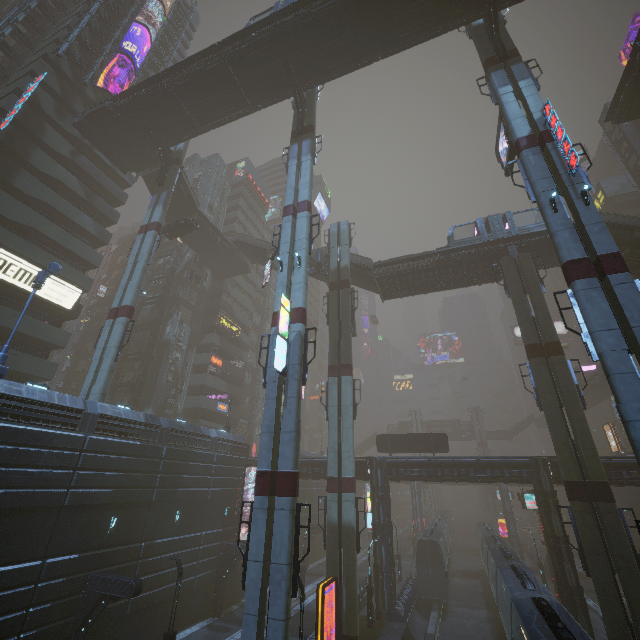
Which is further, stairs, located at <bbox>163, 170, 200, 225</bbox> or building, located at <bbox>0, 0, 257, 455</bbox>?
stairs, located at <bbox>163, 170, 200, 225</bbox>

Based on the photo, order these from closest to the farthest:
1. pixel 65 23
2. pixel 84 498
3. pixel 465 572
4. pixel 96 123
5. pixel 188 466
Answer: pixel 84 498 → pixel 188 466 → pixel 96 123 → pixel 65 23 → pixel 465 572

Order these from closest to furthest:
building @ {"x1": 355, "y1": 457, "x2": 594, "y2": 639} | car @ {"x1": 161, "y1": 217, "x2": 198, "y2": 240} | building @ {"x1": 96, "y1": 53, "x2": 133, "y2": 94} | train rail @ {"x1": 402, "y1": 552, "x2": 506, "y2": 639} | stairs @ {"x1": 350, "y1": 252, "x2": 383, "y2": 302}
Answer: building @ {"x1": 355, "y1": 457, "x2": 594, "y2": 639} < train rail @ {"x1": 402, "y1": 552, "x2": 506, "y2": 639} < stairs @ {"x1": 350, "y1": 252, "x2": 383, "y2": 302} < car @ {"x1": 161, "y1": 217, "x2": 198, "y2": 240} < building @ {"x1": 96, "y1": 53, "x2": 133, "y2": 94}

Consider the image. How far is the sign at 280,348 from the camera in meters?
16.9 m

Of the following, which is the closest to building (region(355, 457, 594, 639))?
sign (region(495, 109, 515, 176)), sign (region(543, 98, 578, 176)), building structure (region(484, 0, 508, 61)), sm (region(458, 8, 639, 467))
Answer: sm (region(458, 8, 639, 467))

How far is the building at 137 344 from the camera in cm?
4134

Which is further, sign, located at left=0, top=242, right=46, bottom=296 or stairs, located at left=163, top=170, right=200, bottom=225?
stairs, located at left=163, top=170, right=200, bottom=225

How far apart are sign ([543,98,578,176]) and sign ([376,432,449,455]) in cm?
2792
